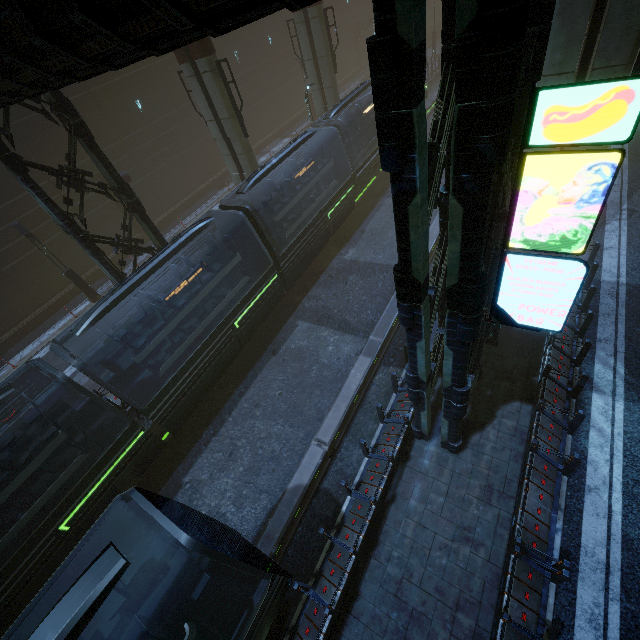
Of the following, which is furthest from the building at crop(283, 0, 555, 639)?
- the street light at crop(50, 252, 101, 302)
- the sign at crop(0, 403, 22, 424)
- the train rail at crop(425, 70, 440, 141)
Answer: the street light at crop(50, 252, 101, 302)

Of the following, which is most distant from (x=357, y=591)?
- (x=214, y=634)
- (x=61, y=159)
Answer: (x=61, y=159)

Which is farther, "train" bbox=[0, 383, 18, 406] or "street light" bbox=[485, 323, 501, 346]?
"street light" bbox=[485, 323, 501, 346]

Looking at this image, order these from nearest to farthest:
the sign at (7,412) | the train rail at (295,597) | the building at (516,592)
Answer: the building at (516,592)
the train rail at (295,597)
the sign at (7,412)

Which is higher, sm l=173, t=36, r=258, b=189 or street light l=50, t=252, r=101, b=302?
sm l=173, t=36, r=258, b=189

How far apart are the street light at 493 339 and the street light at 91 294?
21.80m

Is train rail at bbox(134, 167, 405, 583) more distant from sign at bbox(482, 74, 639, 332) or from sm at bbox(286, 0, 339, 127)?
sign at bbox(482, 74, 639, 332)

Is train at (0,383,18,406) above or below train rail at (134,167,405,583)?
above
